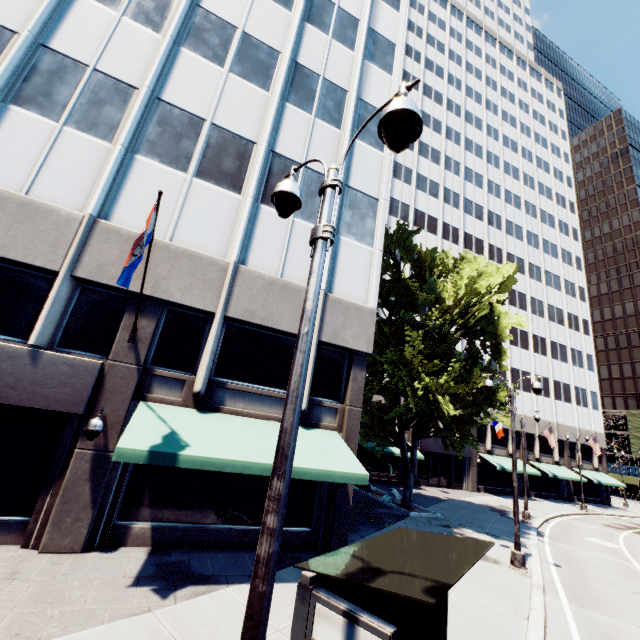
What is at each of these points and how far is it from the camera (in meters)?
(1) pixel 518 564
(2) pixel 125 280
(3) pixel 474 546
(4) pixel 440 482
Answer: (1) light, 12.11
(2) flag, 7.18
(3) bus stop, 5.21
(4) door, 32.62

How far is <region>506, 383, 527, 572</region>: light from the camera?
12.15m

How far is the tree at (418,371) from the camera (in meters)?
15.71

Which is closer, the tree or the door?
the tree

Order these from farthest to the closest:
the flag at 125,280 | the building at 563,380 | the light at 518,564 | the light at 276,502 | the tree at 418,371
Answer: the tree at 418,371, the light at 518,564, the building at 563,380, the flag at 125,280, the light at 276,502

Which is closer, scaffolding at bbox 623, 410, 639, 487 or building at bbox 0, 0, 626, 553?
building at bbox 0, 0, 626, 553

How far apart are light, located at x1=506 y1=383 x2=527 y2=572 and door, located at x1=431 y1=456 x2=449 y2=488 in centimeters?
2066cm

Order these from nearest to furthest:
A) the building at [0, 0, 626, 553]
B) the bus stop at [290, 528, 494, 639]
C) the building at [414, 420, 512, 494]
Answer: the bus stop at [290, 528, 494, 639] < the building at [0, 0, 626, 553] < the building at [414, 420, 512, 494]
